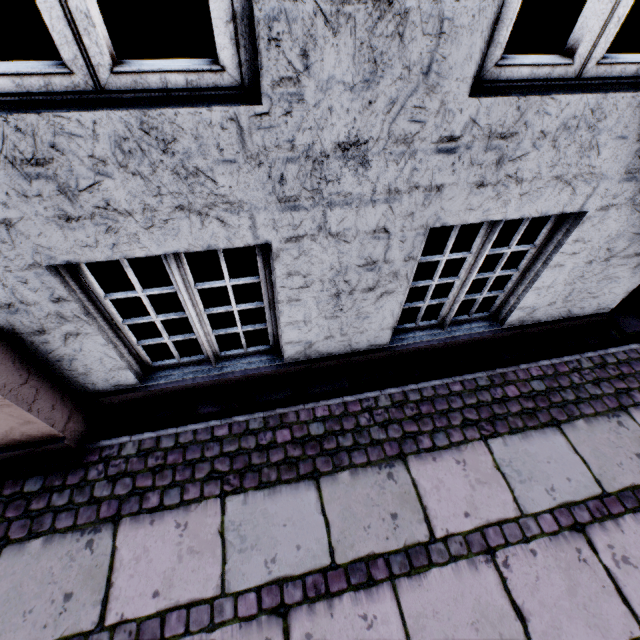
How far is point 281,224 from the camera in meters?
1.6 m
